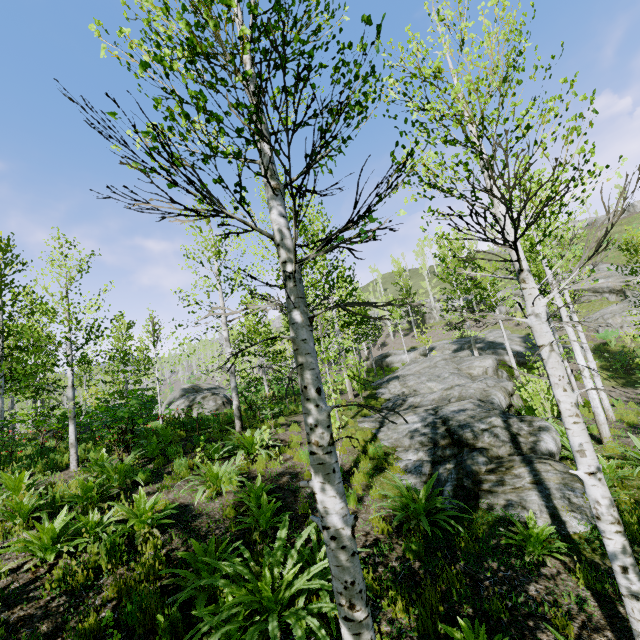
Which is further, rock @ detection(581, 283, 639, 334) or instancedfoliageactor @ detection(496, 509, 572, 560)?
rock @ detection(581, 283, 639, 334)

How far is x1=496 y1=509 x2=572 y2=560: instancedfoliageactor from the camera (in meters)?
4.79

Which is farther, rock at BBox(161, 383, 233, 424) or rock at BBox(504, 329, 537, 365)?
rock at BBox(504, 329, 537, 365)

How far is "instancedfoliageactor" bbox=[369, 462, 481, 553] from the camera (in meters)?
5.41

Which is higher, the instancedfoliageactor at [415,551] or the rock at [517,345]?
the rock at [517,345]

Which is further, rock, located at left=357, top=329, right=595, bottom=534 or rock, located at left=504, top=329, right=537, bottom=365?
rock, located at left=504, top=329, right=537, bottom=365

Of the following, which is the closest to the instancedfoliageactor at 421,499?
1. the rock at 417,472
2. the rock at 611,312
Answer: the rock at 417,472

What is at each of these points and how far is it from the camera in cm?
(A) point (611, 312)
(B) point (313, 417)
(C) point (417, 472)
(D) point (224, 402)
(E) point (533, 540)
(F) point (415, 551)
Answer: (A) rock, 2741
(B) instancedfoliageactor, 237
(C) rock, 788
(D) rock, 1739
(E) instancedfoliageactor, 493
(F) instancedfoliageactor, 505
